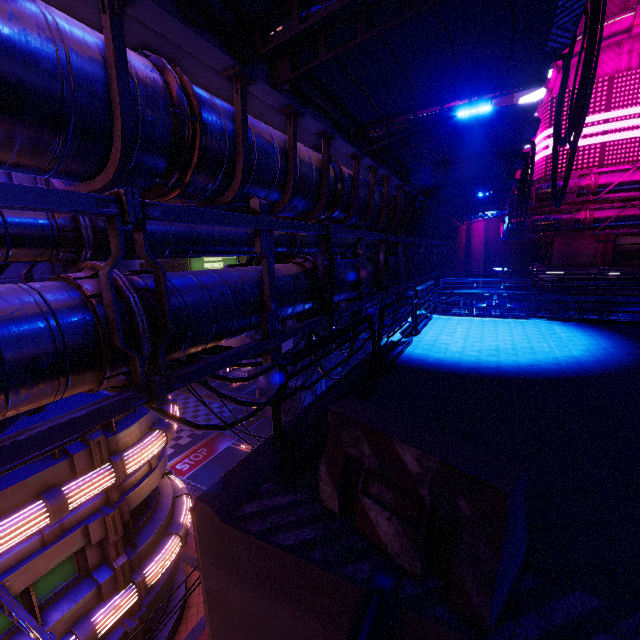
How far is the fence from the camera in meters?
A: 1.9

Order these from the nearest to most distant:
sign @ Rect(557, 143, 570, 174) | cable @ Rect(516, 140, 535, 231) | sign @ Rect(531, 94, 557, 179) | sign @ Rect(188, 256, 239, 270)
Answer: cable @ Rect(516, 140, 535, 231), sign @ Rect(557, 143, 570, 174), sign @ Rect(531, 94, 557, 179), sign @ Rect(188, 256, 239, 270)

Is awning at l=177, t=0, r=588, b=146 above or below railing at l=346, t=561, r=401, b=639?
above

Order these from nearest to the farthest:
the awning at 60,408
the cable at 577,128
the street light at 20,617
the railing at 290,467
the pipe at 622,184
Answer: the railing at 290,467
the cable at 577,128
the awning at 60,408
the street light at 20,617
the pipe at 622,184

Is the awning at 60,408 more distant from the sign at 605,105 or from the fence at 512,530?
the sign at 605,105

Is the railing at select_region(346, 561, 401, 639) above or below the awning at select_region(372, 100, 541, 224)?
below

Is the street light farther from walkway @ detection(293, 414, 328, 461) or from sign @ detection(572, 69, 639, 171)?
sign @ detection(572, 69, 639, 171)

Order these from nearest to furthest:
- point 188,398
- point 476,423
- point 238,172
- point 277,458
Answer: point 277,458
point 476,423
point 238,172
point 188,398
